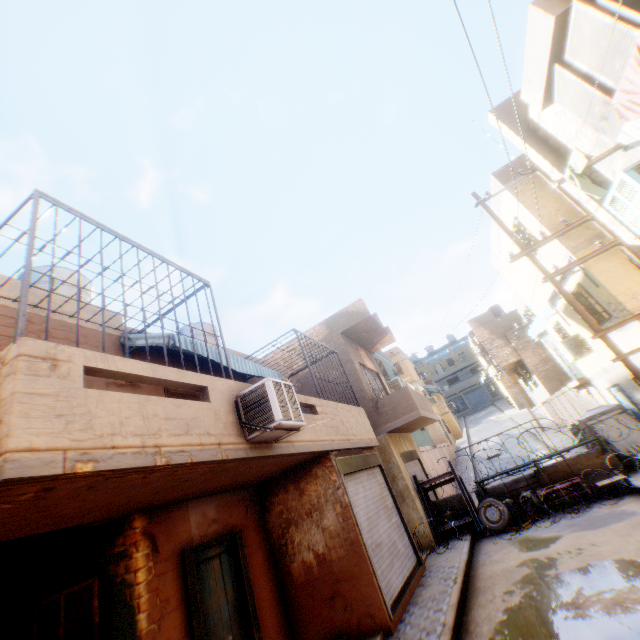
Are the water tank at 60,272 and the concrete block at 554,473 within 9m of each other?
no

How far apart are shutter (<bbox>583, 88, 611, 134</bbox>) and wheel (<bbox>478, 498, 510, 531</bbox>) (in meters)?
10.45

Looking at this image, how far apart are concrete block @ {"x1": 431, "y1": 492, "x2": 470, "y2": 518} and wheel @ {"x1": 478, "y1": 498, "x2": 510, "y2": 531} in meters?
1.0

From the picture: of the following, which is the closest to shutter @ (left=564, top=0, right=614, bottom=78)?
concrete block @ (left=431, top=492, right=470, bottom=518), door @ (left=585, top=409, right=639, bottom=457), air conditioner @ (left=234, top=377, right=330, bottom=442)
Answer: air conditioner @ (left=234, top=377, right=330, bottom=442)

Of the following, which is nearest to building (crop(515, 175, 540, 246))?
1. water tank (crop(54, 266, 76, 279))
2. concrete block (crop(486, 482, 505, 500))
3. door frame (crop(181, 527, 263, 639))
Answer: door frame (crop(181, 527, 263, 639))

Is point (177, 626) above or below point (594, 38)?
below

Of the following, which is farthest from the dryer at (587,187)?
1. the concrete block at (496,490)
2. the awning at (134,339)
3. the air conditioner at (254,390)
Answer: Answer: the concrete block at (496,490)
